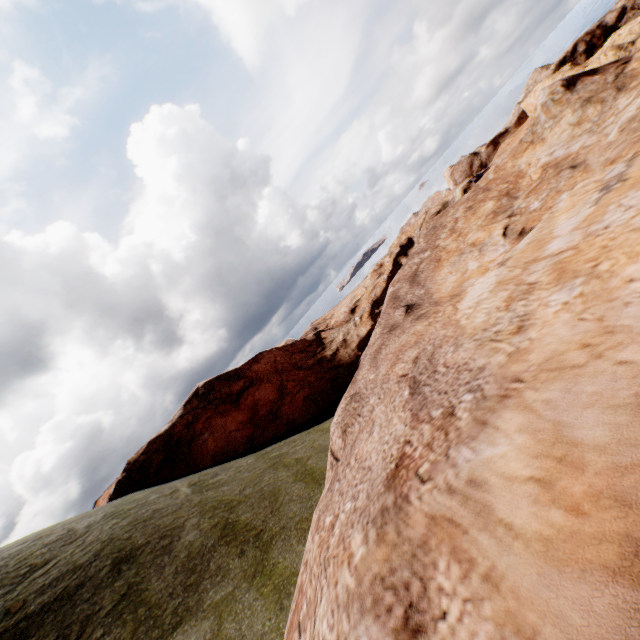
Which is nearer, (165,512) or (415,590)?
(415,590)
